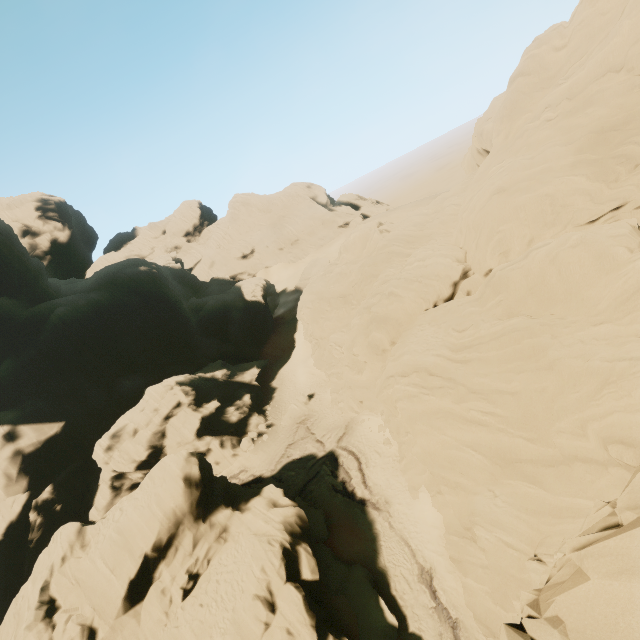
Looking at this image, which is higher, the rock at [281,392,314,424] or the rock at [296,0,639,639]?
the rock at [296,0,639,639]

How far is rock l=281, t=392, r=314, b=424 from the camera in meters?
40.5

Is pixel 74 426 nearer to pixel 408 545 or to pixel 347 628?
pixel 347 628

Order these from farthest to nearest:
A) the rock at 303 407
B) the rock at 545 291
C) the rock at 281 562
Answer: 1. the rock at 303 407
2. the rock at 281 562
3. the rock at 545 291

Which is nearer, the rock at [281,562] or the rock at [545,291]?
the rock at [545,291]

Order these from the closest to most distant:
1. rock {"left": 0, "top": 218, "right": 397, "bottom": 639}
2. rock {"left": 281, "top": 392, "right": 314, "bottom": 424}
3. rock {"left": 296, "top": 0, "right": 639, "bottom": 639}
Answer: rock {"left": 296, "top": 0, "right": 639, "bottom": 639}
rock {"left": 0, "top": 218, "right": 397, "bottom": 639}
rock {"left": 281, "top": 392, "right": 314, "bottom": 424}

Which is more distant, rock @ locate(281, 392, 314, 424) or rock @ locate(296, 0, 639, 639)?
rock @ locate(281, 392, 314, 424)
